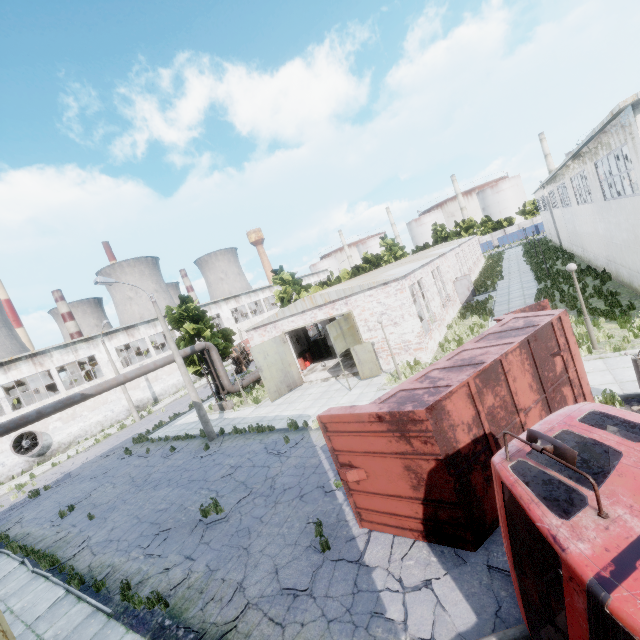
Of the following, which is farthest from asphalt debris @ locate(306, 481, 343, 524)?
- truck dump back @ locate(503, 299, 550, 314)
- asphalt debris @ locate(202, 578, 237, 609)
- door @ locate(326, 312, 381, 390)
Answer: door @ locate(326, 312, 381, 390)

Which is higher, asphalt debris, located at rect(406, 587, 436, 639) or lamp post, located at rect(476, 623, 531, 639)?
lamp post, located at rect(476, 623, 531, 639)

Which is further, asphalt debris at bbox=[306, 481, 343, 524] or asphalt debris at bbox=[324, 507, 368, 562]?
asphalt debris at bbox=[306, 481, 343, 524]

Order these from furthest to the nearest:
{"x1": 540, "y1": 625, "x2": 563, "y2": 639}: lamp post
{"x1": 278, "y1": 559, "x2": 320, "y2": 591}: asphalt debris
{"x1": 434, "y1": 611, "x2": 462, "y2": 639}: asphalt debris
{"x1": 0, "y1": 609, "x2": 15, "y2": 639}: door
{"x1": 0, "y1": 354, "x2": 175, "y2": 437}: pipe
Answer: {"x1": 0, "y1": 354, "x2": 175, "y2": 437}: pipe, {"x1": 0, "y1": 609, "x2": 15, "y2": 639}: door, {"x1": 278, "y1": 559, "x2": 320, "y2": 591}: asphalt debris, {"x1": 434, "y1": 611, "x2": 462, "y2": 639}: asphalt debris, {"x1": 540, "y1": 625, "x2": 563, "y2": 639}: lamp post

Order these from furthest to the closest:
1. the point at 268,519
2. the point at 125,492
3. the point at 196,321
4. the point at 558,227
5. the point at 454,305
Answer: the point at 558,227, the point at 454,305, the point at 196,321, the point at 125,492, the point at 268,519

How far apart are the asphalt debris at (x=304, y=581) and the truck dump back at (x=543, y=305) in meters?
7.6

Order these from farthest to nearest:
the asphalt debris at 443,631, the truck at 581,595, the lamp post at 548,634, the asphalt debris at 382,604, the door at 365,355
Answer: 1. the door at 365,355
2. the asphalt debris at 382,604
3. the asphalt debris at 443,631
4. the lamp post at 548,634
5. the truck at 581,595

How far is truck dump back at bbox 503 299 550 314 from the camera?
10.0 meters
